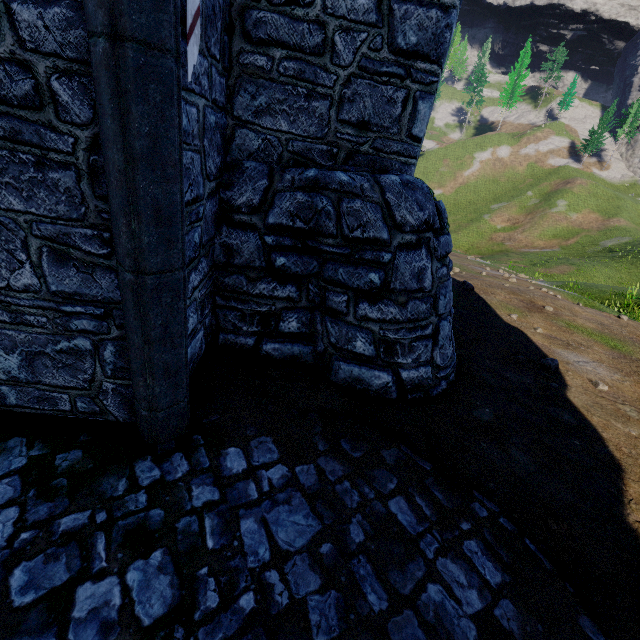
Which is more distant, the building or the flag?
the flag

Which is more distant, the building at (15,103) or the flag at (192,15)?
the flag at (192,15)

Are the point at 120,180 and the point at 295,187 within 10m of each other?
yes
